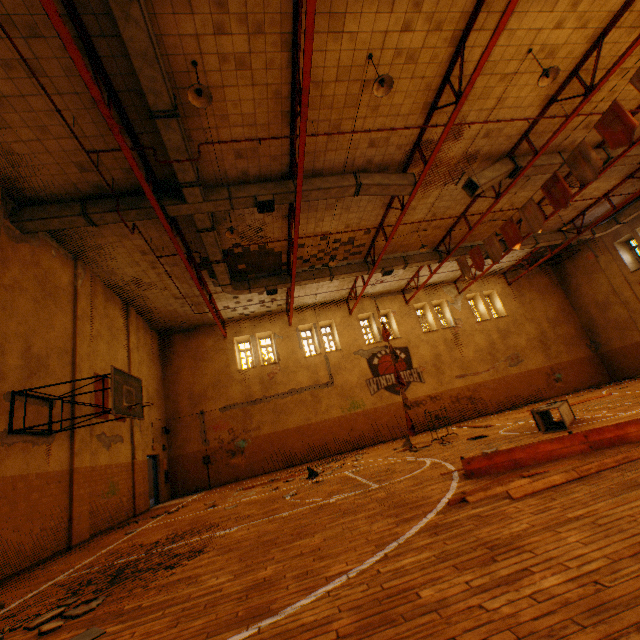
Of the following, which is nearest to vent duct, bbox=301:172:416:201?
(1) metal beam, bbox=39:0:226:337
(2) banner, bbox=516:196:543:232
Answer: (1) metal beam, bbox=39:0:226:337

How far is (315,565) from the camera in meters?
3.4 m

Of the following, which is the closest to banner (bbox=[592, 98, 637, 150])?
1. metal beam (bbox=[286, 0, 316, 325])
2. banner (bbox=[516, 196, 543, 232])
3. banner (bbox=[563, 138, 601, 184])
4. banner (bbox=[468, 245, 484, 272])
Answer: banner (bbox=[563, 138, 601, 184])

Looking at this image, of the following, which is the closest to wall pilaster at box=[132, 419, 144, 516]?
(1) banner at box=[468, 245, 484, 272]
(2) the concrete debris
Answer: (2) the concrete debris

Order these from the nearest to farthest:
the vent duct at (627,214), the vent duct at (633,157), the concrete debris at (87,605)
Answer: the concrete debris at (87,605) < the vent duct at (633,157) < the vent duct at (627,214)

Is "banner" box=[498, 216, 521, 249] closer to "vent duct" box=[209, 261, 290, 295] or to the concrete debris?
"vent duct" box=[209, 261, 290, 295]

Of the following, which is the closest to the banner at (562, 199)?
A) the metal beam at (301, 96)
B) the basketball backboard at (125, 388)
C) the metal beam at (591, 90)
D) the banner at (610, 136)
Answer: the metal beam at (591, 90)

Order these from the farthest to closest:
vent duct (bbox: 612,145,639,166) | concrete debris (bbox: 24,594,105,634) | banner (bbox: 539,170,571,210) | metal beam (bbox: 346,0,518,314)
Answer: vent duct (bbox: 612,145,639,166), banner (bbox: 539,170,571,210), metal beam (bbox: 346,0,518,314), concrete debris (bbox: 24,594,105,634)
